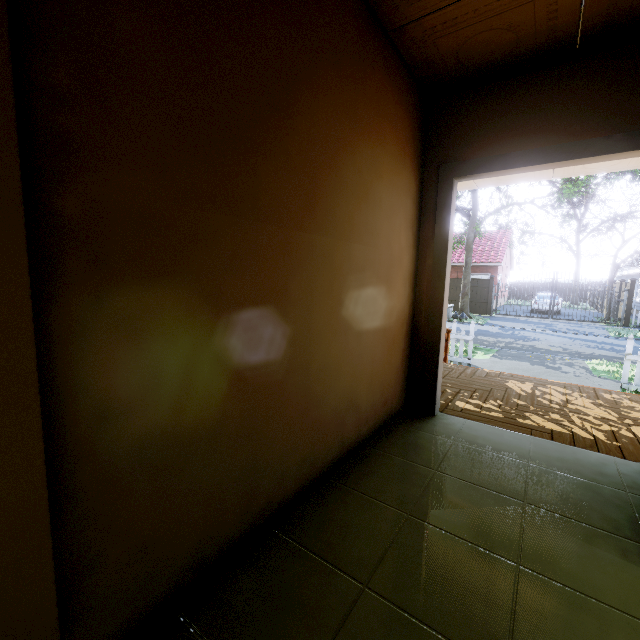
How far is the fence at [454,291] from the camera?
22.28m

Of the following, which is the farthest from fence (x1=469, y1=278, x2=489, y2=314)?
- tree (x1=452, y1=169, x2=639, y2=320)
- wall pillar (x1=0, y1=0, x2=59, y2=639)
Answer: wall pillar (x1=0, y1=0, x2=59, y2=639)

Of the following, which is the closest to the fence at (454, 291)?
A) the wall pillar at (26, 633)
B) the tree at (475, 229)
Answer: the tree at (475, 229)

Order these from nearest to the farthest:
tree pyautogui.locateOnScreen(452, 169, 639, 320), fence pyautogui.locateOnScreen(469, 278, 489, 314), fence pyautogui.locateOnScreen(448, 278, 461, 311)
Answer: tree pyautogui.locateOnScreen(452, 169, 639, 320)
fence pyautogui.locateOnScreen(469, 278, 489, 314)
fence pyautogui.locateOnScreen(448, 278, 461, 311)

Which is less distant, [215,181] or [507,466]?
[215,181]

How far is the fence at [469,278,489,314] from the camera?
21.3m

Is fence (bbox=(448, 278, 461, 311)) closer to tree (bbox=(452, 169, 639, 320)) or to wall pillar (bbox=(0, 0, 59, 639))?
tree (bbox=(452, 169, 639, 320))
